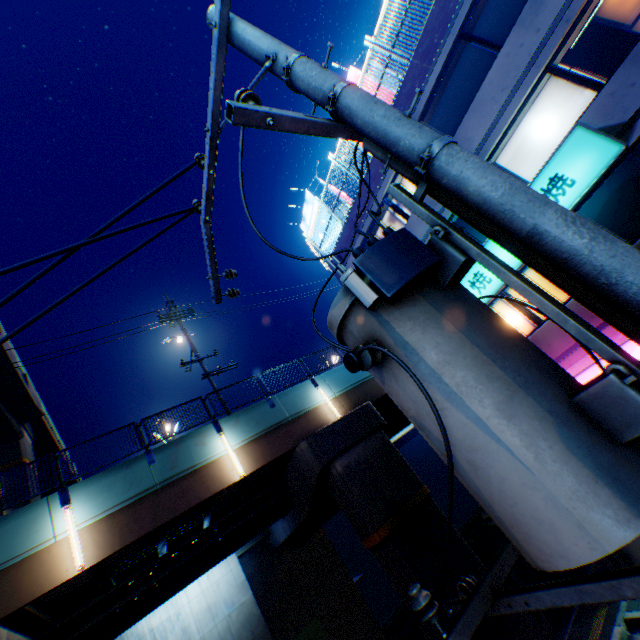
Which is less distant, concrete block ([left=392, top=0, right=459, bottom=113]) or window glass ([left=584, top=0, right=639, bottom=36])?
window glass ([left=584, top=0, right=639, bottom=36])

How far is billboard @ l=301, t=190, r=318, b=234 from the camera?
18.64m

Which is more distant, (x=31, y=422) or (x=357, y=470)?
(x=31, y=422)

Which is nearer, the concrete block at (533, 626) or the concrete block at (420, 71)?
the concrete block at (533, 626)

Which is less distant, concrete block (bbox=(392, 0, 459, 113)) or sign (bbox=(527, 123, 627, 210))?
sign (bbox=(527, 123, 627, 210))

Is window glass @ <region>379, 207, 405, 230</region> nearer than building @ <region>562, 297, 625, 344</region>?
No

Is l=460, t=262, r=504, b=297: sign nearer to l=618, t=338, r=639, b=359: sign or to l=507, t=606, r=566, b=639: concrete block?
l=618, t=338, r=639, b=359: sign

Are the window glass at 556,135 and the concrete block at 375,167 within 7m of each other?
yes
